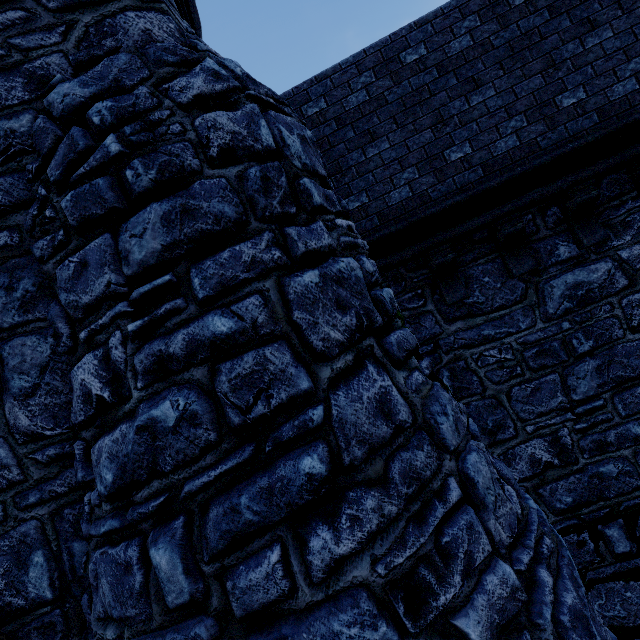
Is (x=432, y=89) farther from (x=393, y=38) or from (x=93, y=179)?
(x=93, y=179)
